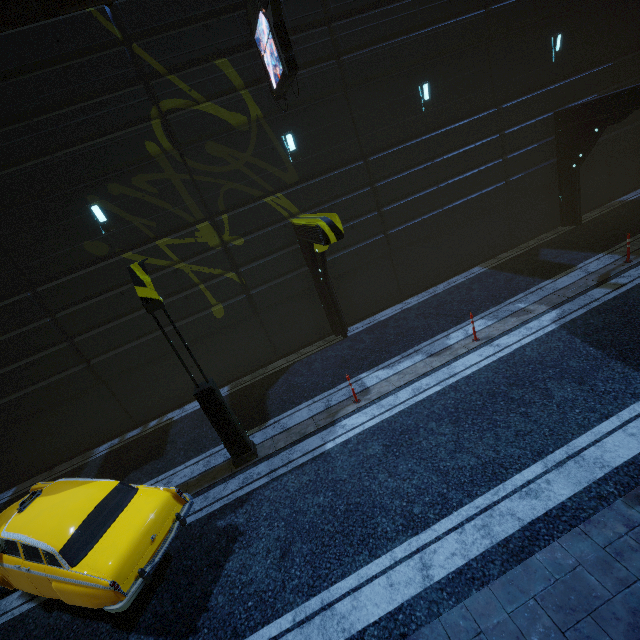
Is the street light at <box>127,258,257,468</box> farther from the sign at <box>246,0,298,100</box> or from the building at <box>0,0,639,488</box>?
the sign at <box>246,0,298,100</box>

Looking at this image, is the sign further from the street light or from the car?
the car

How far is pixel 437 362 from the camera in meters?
9.4

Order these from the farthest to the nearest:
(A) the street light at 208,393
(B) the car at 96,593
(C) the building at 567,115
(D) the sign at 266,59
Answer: (C) the building at 567,115 → (D) the sign at 266,59 → (A) the street light at 208,393 → (B) the car at 96,593

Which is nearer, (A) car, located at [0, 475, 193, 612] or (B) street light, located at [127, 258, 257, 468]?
(A) car, located at [0, 475, 193, 612]

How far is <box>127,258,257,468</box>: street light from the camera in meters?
6.9

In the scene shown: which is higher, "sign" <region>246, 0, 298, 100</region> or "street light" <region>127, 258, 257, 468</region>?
"sign" <region>246, 0, 298, 100</region>

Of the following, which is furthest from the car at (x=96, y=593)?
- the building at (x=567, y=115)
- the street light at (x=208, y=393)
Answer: the building at (x=567, y=115)
